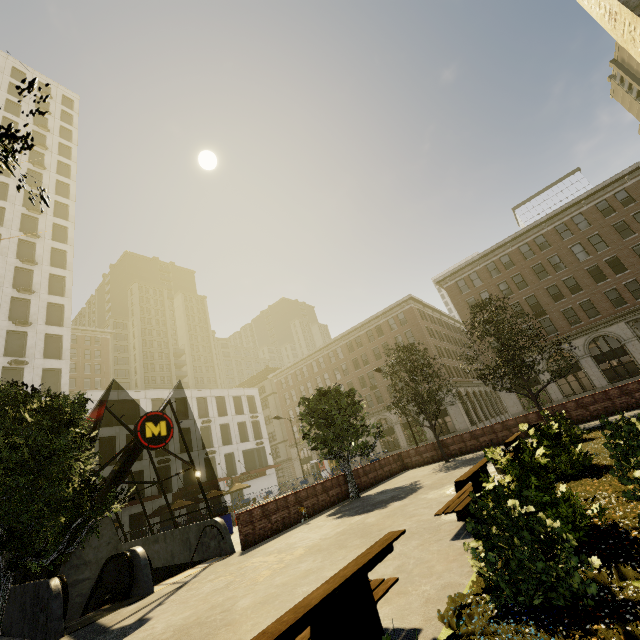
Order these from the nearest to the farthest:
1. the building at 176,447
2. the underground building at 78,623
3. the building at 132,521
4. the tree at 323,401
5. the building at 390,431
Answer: the underground building at 78,623 < the tree at 323,401 < the building at 132,521 < the building at 176,447 < the building at 390,431

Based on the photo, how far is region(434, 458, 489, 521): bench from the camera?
6.35m

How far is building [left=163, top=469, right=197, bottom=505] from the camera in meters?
36.1

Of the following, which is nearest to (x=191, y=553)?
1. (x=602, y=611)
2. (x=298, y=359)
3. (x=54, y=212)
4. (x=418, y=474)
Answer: (x=418, y=474)

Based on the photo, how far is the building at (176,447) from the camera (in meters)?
38.50

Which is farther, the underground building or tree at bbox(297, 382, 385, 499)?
tree at bbox(297, 382, 385, 499)

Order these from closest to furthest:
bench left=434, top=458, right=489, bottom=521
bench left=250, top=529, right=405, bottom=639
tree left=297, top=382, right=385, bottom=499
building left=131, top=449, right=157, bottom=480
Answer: bench left=250, top=529, right=405, bottom=639, bench left=434, top=458, right=489, bottom=521, tree left=297, top=382, right=385, bottom=499, building left=131, top=449, right=157, bottom=480

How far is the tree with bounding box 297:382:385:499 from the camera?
16.47m
